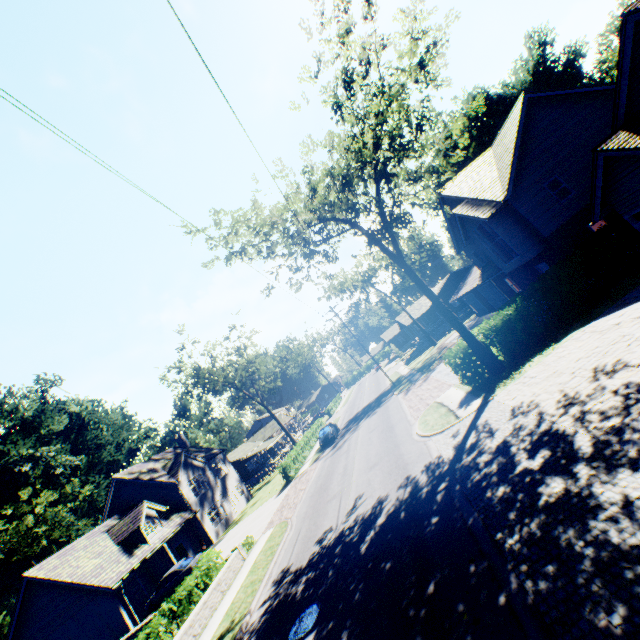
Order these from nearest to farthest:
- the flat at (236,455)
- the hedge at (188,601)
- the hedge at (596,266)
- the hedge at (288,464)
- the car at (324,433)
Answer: the hedge at (188,601) → the hedge at (596,266) → the hedge at (288,464) → the car at (324,433) → the flat at (236,455)

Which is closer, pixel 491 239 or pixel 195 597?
pixel 195 597

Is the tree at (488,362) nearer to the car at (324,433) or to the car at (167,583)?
the car at (324,433)

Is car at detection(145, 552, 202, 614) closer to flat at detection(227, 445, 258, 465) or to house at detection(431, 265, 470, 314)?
flat at detection(227, 445, 258, 465)

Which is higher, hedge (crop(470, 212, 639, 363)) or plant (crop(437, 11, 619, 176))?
plant (crop(437, 11, 619, 176))

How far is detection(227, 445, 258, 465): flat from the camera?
53.1m

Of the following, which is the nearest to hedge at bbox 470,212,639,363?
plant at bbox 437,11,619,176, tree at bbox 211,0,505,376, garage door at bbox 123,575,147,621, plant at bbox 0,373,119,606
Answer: tree at bbox 211,0,505,376

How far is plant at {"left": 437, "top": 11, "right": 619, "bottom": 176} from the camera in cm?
4038
